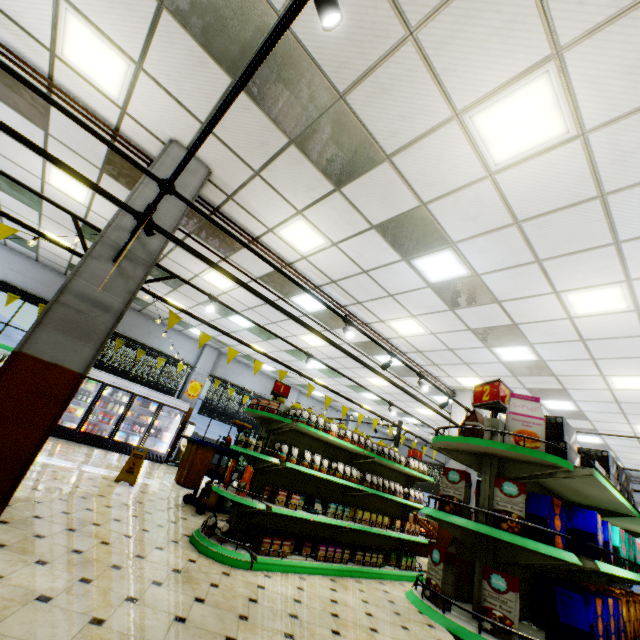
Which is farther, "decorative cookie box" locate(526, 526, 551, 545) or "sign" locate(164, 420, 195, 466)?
"sign" locate(164, 420, 195, 466)

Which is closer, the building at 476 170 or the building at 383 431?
the building at 476 170

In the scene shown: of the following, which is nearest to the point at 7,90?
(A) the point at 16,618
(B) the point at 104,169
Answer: (B) the point at 104,169

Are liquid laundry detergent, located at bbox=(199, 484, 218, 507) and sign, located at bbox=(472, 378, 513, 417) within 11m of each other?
yes

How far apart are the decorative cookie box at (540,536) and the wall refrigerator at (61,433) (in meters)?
12.22

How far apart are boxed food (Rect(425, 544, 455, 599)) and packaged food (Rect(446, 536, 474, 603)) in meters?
0.3 m

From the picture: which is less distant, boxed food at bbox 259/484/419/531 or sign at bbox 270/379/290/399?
boxed food at bbox 259/484/419/531

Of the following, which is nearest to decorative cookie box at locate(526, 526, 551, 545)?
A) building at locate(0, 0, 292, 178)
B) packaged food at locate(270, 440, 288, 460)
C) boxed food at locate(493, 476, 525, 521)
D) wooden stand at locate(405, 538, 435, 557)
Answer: boxed food at locate(493, 476, 525, 521)
